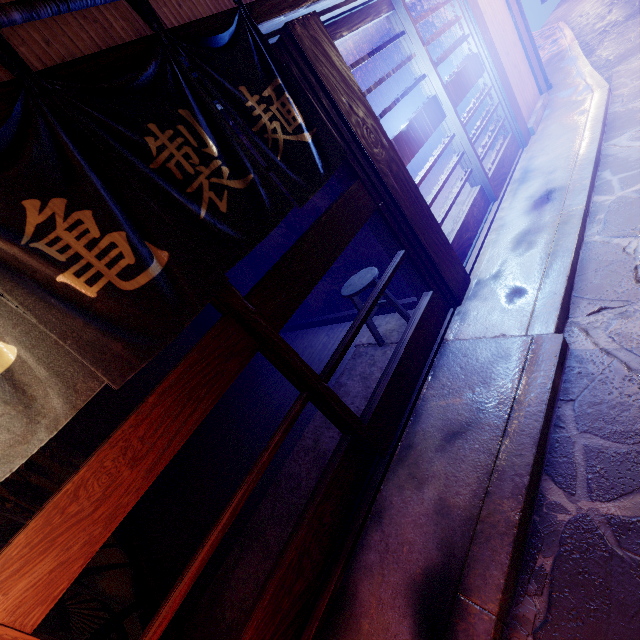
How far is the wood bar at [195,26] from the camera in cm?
317

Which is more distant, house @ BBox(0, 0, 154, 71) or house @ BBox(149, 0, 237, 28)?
house @ BBox(149, 0, 237, 28)

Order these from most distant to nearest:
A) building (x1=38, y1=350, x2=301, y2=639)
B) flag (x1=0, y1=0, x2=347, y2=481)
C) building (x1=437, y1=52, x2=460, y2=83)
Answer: building (x1=437, y1=52, x2=460, y2=83), building (x1=38, y1=350, x2=301, y2=639), flag (x1=0, y1=0, x2=347, y2=481)

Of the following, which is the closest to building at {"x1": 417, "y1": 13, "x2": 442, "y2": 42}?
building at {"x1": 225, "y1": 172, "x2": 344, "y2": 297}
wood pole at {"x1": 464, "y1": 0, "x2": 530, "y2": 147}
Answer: building at {"x1": 225, "y1": 172, "x2": 344, "y2": 297}

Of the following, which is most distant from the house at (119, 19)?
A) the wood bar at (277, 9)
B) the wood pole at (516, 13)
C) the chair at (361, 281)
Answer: the chair at (361, 281)

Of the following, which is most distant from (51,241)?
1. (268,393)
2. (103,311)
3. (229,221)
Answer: (268,393)

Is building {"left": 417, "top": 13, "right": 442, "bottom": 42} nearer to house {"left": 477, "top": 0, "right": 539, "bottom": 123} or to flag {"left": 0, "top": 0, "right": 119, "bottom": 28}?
A: house {"left": 477, "top": 0, "right": 539, "bottom": 123}

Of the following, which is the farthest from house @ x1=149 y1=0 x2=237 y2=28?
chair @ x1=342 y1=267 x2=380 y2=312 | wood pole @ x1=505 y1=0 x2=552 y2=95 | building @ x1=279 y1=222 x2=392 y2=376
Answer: chair @ x1=342 y1=267 x2=380 y2=312
